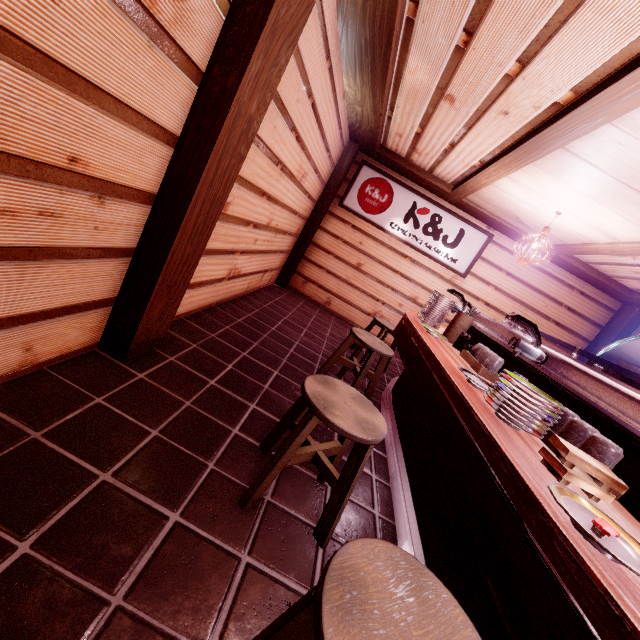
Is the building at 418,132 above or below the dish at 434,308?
above

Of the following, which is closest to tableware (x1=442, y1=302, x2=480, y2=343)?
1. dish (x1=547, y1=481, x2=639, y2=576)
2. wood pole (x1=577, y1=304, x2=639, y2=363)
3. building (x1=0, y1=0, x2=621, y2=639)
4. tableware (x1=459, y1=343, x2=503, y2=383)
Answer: tableware (x1=459, y1=343, x2=503, y2=383)

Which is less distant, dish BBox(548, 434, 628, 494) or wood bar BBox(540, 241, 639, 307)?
dish BBox(548, 434, 628, 494)

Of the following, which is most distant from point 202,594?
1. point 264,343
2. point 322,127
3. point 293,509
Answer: point 322,127

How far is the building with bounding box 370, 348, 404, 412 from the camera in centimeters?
654cm

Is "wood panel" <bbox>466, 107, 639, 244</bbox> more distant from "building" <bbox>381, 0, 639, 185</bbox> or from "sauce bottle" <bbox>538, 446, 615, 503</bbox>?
"sauce bottle" <bbox>538, 446, 615, 503</bbox>

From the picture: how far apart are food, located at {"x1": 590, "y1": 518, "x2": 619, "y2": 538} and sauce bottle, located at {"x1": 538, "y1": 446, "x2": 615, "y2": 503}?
0.38m

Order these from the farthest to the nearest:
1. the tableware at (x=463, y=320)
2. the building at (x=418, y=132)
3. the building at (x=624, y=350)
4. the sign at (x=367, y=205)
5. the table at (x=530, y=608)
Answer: the sign at (x=367, y=205), the building at (x=624, y=350), the tableware at (x=463, y=320), the building at (x=418, y=132), the table at (x=530, y=608)
